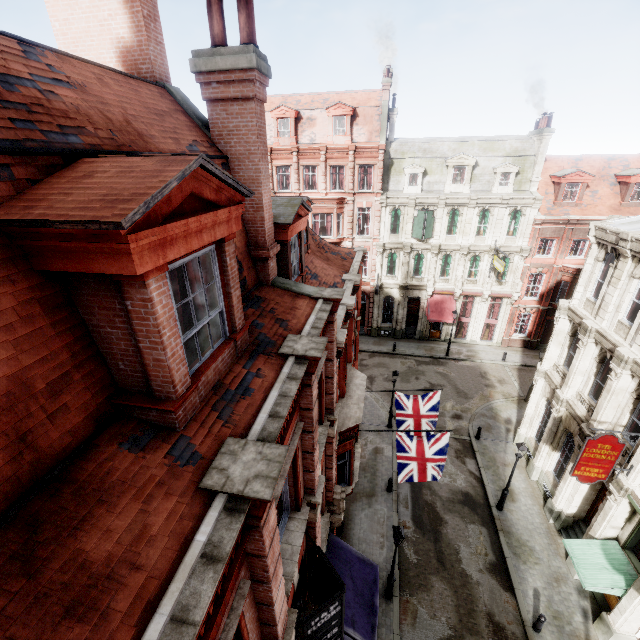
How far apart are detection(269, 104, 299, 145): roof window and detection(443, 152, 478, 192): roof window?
13.3m

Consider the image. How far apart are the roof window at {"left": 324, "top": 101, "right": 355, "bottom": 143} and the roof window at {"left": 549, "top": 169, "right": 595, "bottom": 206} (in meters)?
17.63

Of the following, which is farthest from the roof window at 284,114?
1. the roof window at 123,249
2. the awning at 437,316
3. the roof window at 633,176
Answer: the roof window at 123,249

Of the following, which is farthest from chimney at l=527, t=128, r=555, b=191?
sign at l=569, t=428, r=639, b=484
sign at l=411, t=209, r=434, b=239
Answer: sign at l=569, t=428, r=639, b=484

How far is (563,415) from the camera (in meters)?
16.50

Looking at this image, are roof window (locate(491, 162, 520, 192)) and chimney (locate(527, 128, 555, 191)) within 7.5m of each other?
yes

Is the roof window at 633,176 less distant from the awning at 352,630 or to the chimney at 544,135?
the chimney at 544,135

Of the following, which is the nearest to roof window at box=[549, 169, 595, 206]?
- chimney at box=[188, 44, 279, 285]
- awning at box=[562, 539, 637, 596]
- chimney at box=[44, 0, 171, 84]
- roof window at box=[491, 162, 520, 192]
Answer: roof window at box=[491, 162, 520, 192]
